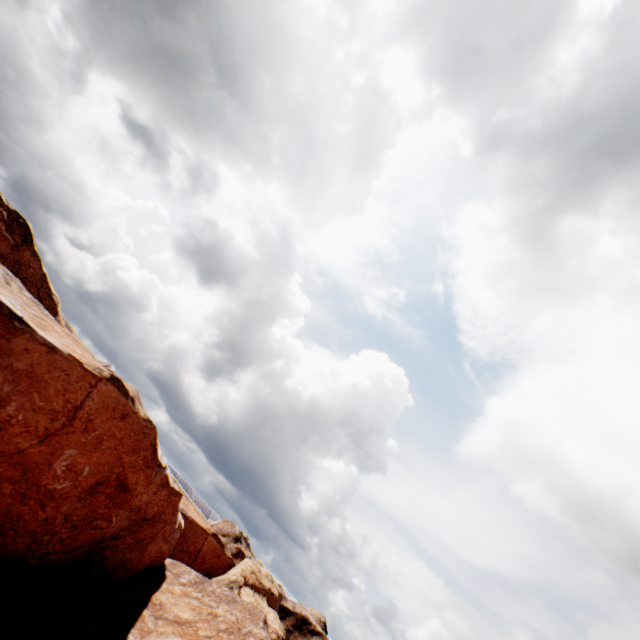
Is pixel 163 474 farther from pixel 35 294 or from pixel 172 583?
pixel 35 294
